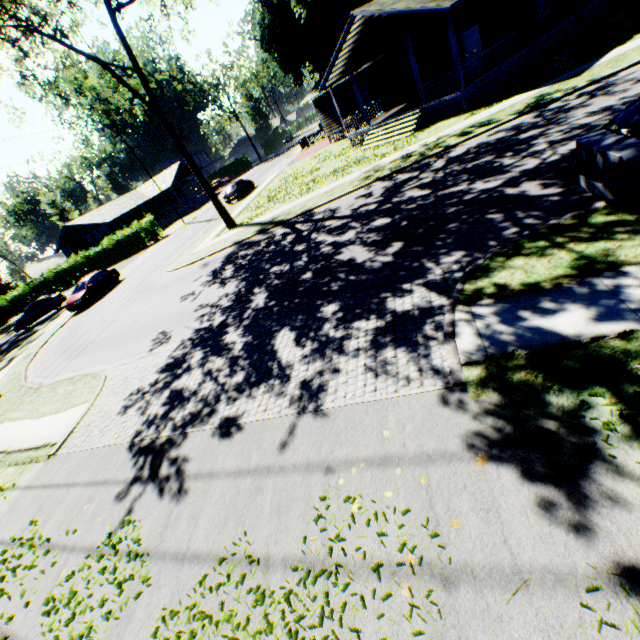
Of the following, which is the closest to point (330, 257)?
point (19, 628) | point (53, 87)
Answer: point (19, 628)

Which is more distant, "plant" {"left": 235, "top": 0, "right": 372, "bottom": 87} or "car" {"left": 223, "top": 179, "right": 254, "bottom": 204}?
"car" {"left": 223, "top": 179, "right": 254, "bottom": 204}

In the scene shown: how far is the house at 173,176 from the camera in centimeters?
4968cm

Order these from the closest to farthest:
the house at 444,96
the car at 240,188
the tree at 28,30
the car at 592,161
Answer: the car at 592,161 < the tree at 28,30 < the house at 444,96 < the car at 240,188

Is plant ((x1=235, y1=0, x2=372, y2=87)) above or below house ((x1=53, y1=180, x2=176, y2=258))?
above

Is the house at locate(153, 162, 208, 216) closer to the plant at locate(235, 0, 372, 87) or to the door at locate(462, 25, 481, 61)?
the plant at locate(235, 0, 372, 87)

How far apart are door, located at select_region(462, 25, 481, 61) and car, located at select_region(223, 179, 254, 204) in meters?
20.9

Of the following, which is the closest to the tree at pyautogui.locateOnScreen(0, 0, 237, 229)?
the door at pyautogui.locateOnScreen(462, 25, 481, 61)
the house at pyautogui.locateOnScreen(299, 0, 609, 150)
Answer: the house at pyautogui.locateOnScreen(299, 0, 609, 150)
